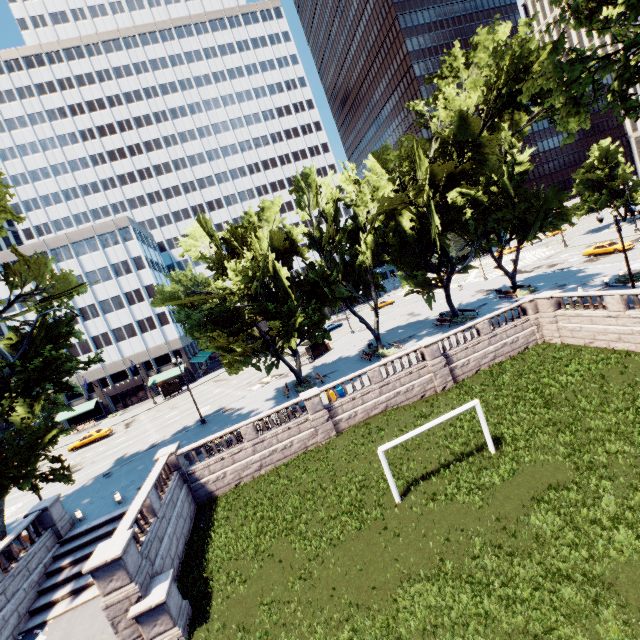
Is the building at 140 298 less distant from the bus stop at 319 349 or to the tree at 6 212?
the tree at 6 212

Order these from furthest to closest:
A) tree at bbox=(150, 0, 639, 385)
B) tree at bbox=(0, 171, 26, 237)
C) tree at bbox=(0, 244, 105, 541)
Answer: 1. tree at bbox=(0, 171, 26, 237)
2. tree at bbox=(0, 244, 105, 541)
3. tree at bbox=(150, 0, 639, 385)

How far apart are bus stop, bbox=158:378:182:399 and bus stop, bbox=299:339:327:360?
25.5m

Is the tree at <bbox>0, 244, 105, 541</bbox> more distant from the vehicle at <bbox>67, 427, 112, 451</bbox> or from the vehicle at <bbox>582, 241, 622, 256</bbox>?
the vehicle at <bbox>67, 427, 112, 451</bbox>

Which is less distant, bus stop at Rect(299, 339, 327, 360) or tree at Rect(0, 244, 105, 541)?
tree at Rect(0, 244, 105, 541)

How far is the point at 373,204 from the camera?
31.6m

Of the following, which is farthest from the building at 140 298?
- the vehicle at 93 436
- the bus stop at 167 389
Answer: the vehicle at 93 436

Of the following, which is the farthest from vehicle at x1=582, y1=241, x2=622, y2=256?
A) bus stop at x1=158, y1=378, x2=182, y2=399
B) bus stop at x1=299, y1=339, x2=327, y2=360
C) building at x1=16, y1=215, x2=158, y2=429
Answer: bus stop at x1=158, y1=378, x2=182, y2=399
